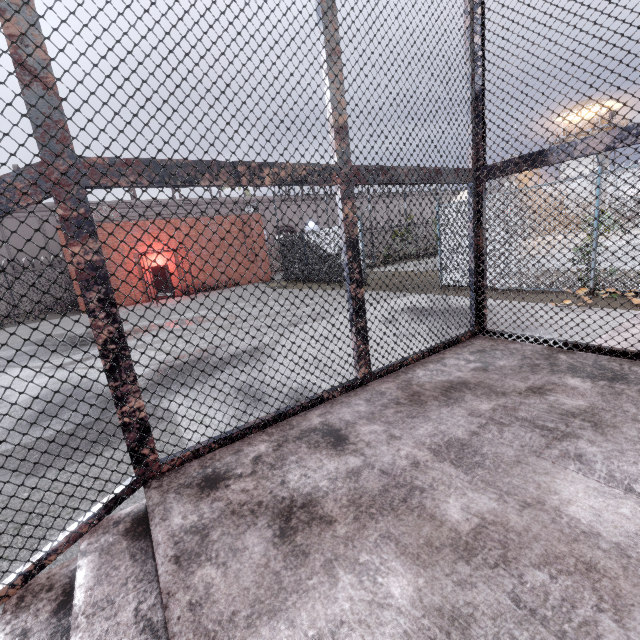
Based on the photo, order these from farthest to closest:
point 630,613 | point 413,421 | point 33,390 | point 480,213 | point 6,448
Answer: point 33,390 → point 6,448 → point 480,213 → point 413,421 → point 630,613

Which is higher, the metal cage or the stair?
the metal cage

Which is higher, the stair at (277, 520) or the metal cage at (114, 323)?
the metal cage at (114, 323)
